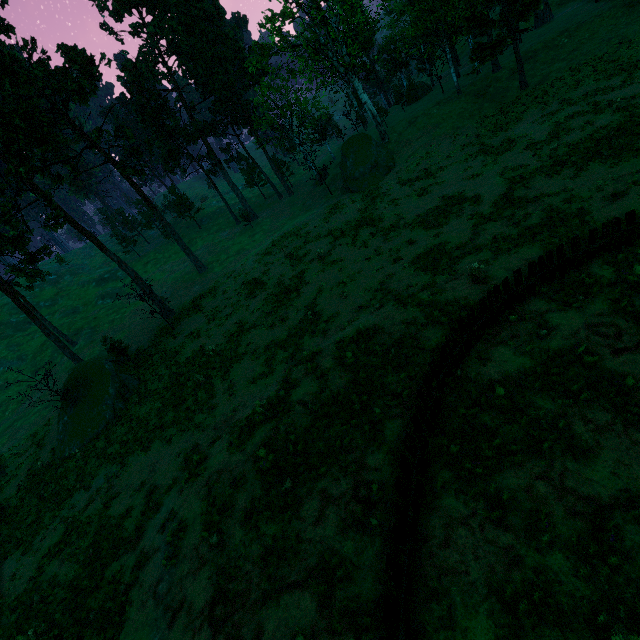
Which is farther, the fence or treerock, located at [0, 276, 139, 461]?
treerock, located at [0, 276, 139, 461]

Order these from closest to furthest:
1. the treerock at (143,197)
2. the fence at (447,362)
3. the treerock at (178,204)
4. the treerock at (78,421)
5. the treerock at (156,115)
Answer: the fence at (447,362)
the treerock at (78,421)
the treerock at (143,197)
the treerock at (156,115)
the treerock at (178,204)

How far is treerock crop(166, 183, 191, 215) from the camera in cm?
5738

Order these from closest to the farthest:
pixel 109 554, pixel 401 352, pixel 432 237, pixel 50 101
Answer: Answer:
1. pixel 401 352
2. pixel 109 554
3. pixel 432 237
4. pixel 50 101

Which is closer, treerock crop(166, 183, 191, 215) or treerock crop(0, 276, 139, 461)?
treerock crop(0, 276, 139, 461)

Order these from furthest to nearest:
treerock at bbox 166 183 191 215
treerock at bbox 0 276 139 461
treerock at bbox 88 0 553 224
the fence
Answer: treerock at bbox 166 183 191 215, treerock at bbox 88 0 553 224, treerock at bbox 0 276 139 461, the fence

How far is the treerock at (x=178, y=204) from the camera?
57.4m
